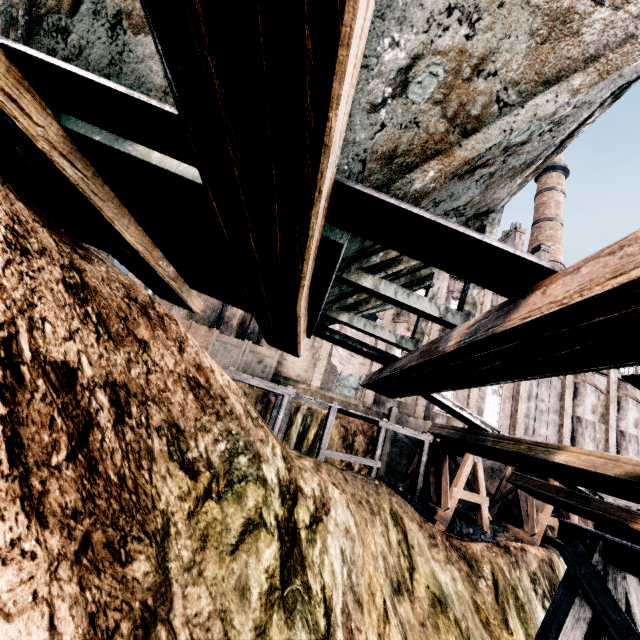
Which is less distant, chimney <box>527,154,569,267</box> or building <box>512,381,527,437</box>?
building <box>512,381,527,437</box>

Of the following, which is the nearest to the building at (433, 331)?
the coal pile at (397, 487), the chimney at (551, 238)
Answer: the chimney at (551, 238)

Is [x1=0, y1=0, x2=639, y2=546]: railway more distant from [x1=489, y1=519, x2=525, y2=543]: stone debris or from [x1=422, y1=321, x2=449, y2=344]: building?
[x1=422, y1=321, x2=449, y2=344]: building

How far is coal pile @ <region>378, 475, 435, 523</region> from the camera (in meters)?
16.36

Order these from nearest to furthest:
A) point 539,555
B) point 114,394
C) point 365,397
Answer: point 114,394
point 539,555
point 365,397

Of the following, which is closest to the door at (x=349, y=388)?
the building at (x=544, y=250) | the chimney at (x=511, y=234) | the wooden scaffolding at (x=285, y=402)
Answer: the building at (x=544, y=250)

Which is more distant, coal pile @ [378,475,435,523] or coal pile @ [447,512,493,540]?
coal pile @ [378,475,435,523]

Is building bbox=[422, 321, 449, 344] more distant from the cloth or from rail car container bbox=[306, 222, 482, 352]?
rail car container bbox=[306, 222, 482, 352]
